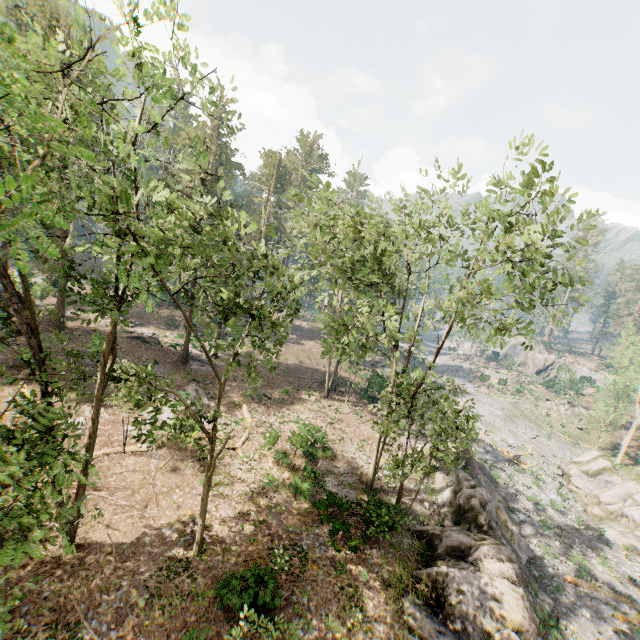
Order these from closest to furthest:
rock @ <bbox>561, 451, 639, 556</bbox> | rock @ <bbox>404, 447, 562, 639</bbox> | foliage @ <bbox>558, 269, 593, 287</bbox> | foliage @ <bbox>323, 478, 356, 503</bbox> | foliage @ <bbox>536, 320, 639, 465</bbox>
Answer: foliage @ <bbox>558, 269, 593, 287</bbox>, rock @ <bbox>404, 447, 562, 639</bbox>, foliage @ <bbox>323, 478, 356, 503</bbox>, rock @ <bbox>561, 451, 639, 556</bbox>, foliage @ <bbox>536, 320, 639, 465</bbox>

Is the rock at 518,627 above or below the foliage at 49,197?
below

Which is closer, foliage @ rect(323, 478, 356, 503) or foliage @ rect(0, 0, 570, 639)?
foliage @ rect(0, 0, 570, 639)

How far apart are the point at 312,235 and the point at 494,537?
22.3 meters

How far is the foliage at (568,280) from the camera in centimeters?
1091cm

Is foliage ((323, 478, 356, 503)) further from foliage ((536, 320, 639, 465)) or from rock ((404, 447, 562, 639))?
foliage ((536, 320, 639, 465))

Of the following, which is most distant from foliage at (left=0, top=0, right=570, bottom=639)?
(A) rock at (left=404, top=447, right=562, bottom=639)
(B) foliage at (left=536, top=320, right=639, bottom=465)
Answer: (B) foliage at (left=536, top=320, right=639, bottom=465)
